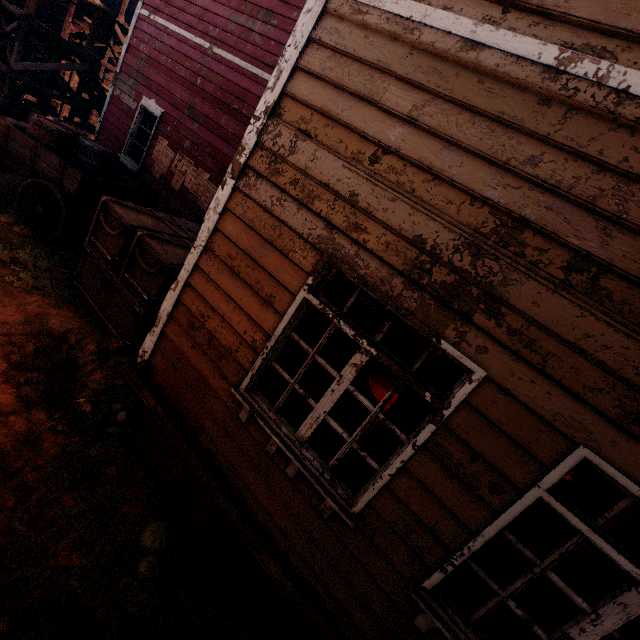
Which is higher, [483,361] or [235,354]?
[483,361]

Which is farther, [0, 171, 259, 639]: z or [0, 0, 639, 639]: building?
[0, 171, 259, 639]: z

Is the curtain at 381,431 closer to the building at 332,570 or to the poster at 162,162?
the building at 332,570

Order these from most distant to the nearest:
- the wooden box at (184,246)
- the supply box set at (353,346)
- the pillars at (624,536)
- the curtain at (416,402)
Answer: the supply box set at (353,346) < the wooden box at (184,246) < the pillars at (624,536) < the curtain at (416,402)

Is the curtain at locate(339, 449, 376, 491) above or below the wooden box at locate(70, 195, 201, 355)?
above

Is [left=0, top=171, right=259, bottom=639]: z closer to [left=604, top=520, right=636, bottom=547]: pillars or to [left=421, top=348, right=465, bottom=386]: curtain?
[left=421, top=348, right=465, bottom=386]: curtain

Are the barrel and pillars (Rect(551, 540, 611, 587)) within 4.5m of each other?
no

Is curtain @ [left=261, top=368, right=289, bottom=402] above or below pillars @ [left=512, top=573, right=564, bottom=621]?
above
